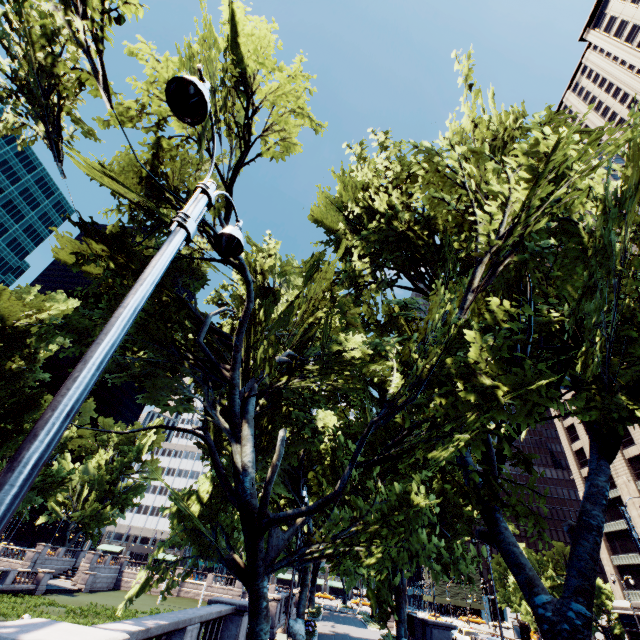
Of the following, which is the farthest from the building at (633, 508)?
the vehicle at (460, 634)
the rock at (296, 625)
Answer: the rock at (296, 625)

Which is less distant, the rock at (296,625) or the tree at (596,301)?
the tree at (596,301)

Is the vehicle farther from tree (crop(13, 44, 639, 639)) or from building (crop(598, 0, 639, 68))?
building (crop(598, 0, 639, 68))

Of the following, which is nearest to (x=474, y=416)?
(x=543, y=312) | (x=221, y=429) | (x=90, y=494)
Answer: (x=543, y=312)

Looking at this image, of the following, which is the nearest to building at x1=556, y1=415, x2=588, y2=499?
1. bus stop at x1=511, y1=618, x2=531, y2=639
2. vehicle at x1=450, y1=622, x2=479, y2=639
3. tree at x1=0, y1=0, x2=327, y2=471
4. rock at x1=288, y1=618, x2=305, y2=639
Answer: tree at x1=0, y1=0, x2=327, y2=471

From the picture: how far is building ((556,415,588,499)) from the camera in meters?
52.7 m

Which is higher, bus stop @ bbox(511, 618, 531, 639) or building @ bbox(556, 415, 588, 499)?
building @ bbox(556, 415, 588, 499)

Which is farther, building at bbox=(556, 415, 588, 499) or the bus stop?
building at bbox=(556, 415, 588, 499)
